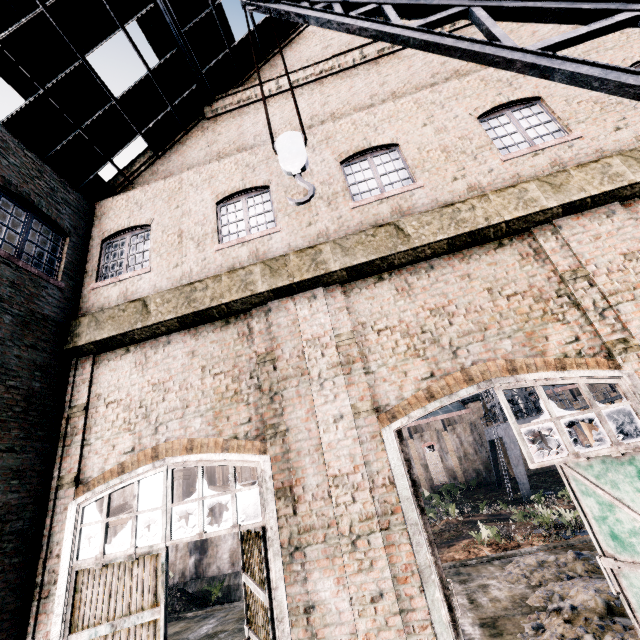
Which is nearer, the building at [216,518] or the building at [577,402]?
the building at [216,518]

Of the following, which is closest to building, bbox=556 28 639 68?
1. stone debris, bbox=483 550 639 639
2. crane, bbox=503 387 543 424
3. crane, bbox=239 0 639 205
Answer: stone debris, bbox=483 550 639 639

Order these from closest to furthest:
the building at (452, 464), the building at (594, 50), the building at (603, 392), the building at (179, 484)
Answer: the building at (594, 50), the building at (179, 484), the building at (603, 392), the building at (452, 464)

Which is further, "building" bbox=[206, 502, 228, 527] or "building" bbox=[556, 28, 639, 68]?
"building" bbox=[206, 502, 228, 527]

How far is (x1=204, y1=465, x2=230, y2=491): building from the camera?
32.0m

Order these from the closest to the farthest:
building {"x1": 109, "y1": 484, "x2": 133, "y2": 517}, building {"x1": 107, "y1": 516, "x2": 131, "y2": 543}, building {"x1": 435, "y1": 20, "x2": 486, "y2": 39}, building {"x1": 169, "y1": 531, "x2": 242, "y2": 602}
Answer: building {"x1": 435, "y1": 20, "x2": 486, "y2": 39}
building {"x1": 169, "y1": 531, "x2": 242, "y2": 602}
building {"x1": 107, "y1": 516, "x2": 131, "y2": 543}
building {"x1": 109, "y1": 484, "x2": 133, "y2": 517}

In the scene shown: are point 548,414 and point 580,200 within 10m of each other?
yes

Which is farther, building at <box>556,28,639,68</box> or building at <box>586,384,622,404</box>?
building at <box>586,384,622,404</box>
